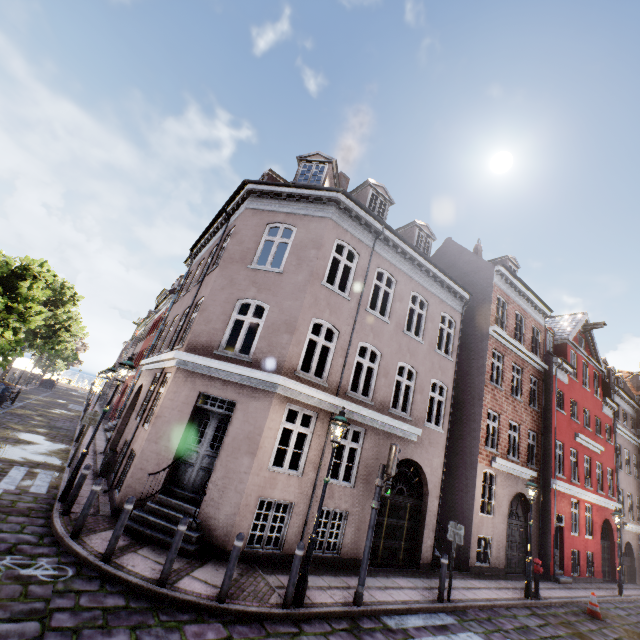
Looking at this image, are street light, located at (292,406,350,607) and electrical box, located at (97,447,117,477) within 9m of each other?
yes

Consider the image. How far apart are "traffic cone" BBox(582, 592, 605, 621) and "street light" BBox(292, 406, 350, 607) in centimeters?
1234cm

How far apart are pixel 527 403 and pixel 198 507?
16.77m

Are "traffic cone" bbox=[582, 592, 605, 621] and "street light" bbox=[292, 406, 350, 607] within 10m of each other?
no

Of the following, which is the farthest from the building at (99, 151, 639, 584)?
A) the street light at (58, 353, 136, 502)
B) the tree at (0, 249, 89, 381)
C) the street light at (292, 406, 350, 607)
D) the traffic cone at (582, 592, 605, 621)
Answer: the tree at (0, 249, 89, 381)

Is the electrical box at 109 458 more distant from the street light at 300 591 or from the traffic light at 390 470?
the traffic light at 390 470

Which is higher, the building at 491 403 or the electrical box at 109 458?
the building at 491 403

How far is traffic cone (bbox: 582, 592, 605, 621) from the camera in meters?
11.5 m
